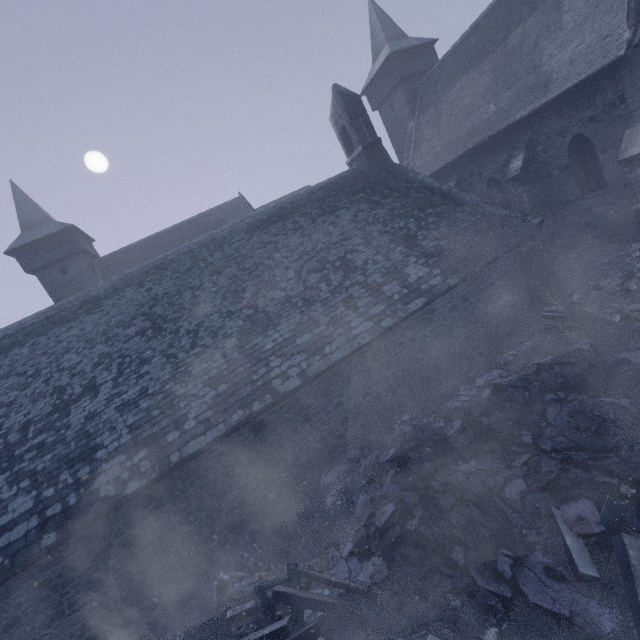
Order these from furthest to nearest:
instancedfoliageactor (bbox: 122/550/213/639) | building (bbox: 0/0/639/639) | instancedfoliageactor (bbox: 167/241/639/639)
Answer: building (bbox: 0/0/639/639) → instancedfoliageactor (bbox: 122/550/213/639) → instancedfoliageactor (bbox: 167/241/639/639)

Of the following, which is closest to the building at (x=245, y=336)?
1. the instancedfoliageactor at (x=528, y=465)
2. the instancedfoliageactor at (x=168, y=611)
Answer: the instancedfoliageactor at (x=528, y=465)

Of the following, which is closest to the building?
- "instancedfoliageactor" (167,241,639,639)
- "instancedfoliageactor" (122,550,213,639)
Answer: "instancedfoliageactor" (167,241,639,639)

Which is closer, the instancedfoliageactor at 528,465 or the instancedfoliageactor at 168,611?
the instancedfoliageactor at 528,465

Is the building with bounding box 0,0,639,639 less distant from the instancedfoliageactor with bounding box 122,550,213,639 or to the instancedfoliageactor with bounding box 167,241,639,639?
the instancedfoliageactor with bounding box 167,241,639,639

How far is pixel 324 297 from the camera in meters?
11.6

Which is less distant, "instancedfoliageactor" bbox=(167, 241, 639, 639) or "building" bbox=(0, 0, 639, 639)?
"instancedfoliageactor" bbox=(167, 241, 639, 639)

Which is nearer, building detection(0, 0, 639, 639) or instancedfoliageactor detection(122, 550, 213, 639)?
instancedfoliageactor detection(122, 550, 213, 639)
